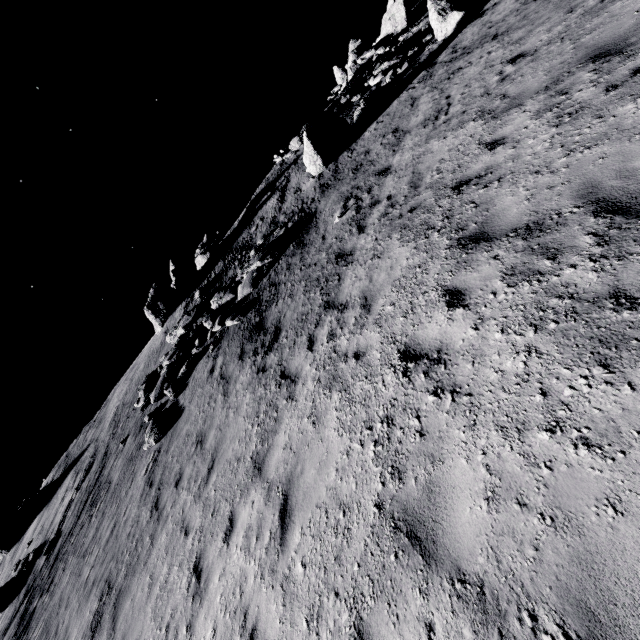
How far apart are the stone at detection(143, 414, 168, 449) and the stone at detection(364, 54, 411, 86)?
22.4m

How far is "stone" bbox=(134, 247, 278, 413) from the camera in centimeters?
1430cm

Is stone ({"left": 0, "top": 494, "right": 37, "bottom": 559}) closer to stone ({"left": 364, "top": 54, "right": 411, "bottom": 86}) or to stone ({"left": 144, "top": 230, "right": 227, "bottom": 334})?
stone ({"left": 144, "top": 230, "right": 227, "bottom": 334})

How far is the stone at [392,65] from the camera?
18.39m

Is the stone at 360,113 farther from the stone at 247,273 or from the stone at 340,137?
the stone at 247,273

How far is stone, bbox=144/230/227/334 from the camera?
22.3 meters

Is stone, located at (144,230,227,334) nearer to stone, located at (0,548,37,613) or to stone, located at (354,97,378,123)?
stone, located at (0,548,37,613)

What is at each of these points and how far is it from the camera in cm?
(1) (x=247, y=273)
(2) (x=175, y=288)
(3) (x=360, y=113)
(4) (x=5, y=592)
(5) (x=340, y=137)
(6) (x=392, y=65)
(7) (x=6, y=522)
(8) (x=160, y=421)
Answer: (1) stone, 1544
(2) stone, 2423
(3) stone, 1798
(4) stone, 1540
(5) stone, 1656
(6) stone, 1994
(7) stone, 2134
(8) stone, 1306
